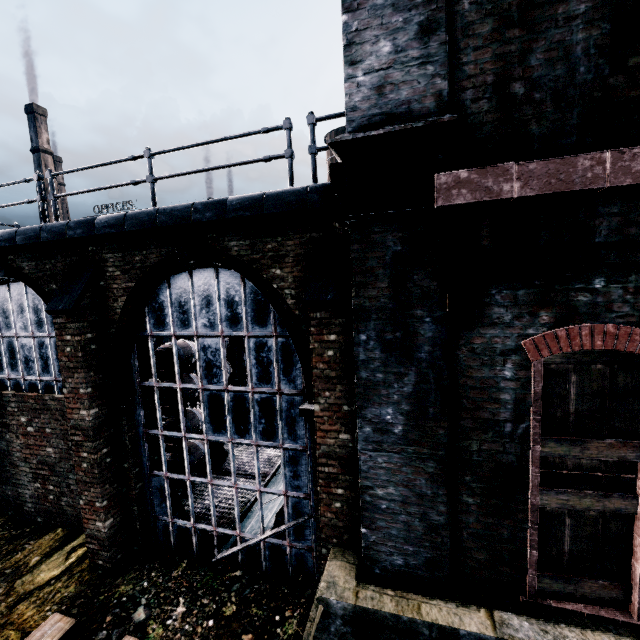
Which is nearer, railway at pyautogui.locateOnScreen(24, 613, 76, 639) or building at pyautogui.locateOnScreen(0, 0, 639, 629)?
building at pyautogui.locateOnScreen(0, 0, 639, 629)

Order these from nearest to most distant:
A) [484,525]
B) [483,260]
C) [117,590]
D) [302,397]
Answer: [483,260] < [484,525] < [302,397] < [117,590]

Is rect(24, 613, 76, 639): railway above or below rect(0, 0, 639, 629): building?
below

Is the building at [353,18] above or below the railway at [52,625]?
above

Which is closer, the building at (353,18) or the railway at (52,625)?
the building at (353,18)
